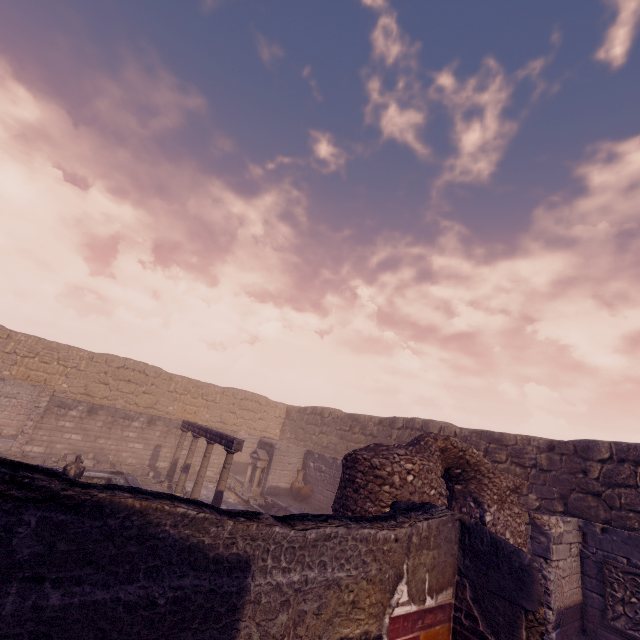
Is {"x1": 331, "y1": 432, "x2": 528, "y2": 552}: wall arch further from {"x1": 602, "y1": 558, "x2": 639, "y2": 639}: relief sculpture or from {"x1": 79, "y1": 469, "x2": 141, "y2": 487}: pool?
{"x1": 79, "y1": 469, "x2": 141, "y2": 487}: pool

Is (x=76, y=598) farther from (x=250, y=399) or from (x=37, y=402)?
(x=250, y=399)

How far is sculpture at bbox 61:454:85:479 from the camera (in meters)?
9.45

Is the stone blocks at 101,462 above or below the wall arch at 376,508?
below

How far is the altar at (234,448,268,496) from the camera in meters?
15.3

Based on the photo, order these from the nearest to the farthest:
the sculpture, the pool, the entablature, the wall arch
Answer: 1. the wall arch
2. the sculpture
3. the entablature
4. the pool

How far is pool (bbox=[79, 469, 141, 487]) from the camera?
11.38m

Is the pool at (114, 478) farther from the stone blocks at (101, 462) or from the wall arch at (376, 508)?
the wall arch at (376, 508)
